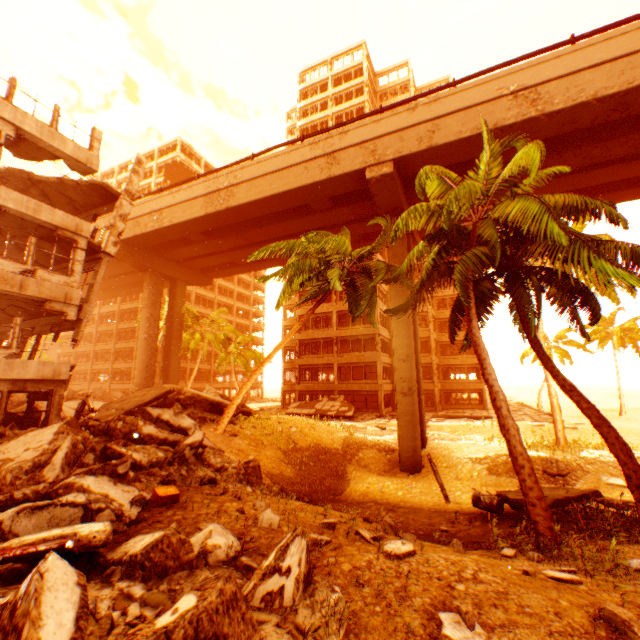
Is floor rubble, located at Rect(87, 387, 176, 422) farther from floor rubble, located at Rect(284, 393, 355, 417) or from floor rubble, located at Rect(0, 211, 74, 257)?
floor rubble, located at Rect(284, 393, 355, 417)

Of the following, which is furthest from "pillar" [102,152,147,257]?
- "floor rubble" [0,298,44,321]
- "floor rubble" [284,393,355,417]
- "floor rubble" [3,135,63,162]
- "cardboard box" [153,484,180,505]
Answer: "floor rubble" [284,393,355,417]

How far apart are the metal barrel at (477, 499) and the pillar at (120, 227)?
17.6 meters

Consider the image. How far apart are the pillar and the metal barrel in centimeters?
1762cm

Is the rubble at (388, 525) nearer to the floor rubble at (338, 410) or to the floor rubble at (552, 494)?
the floor rubble at (552, 494)

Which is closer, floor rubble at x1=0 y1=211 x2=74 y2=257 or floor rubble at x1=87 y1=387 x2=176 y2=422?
floor rubble at x1=0 y1=211 x2=74 y2=257

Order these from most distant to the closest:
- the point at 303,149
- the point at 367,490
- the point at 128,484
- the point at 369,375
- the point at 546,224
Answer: the point at 369,375 → the point at 303,149 → the point at 367,490 → the point at 546,224 → the point at 128,484

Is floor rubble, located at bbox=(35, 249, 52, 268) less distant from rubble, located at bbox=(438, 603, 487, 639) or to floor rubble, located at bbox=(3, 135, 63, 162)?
floor rubble, located at bbox=(3, 135, 63, 162)
